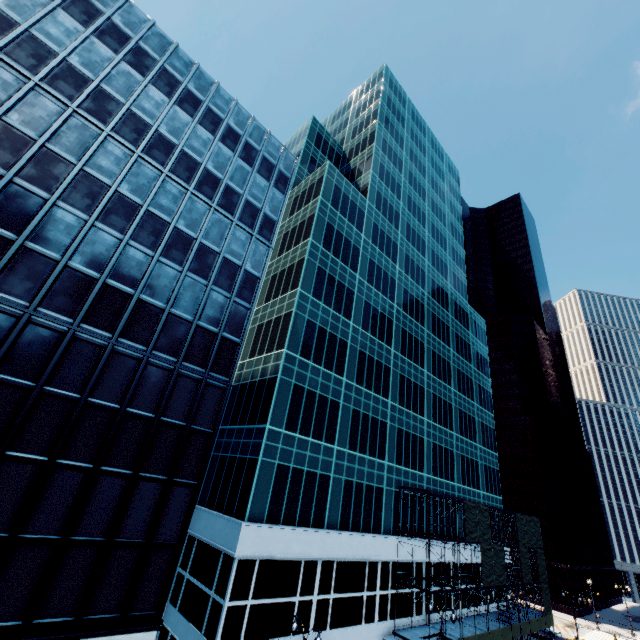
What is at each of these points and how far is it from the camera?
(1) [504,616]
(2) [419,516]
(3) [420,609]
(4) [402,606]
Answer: (1) scaffolding, 36.25m
(2) building, 36.31m
(3) building, 32.75m
(4) building, 31.12m

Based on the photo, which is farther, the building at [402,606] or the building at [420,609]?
the building at [420,609]

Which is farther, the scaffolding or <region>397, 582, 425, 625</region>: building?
<region>397, 582, 425, 625</region>: building

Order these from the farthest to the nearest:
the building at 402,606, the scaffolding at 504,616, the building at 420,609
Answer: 1. the building at 420,609
2. the scaffolding at 504,616
3. the building at 402,606

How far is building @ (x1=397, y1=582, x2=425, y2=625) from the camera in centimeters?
3162cm

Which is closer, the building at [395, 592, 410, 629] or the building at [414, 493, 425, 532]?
the building at [395, 592, 410, 629]
